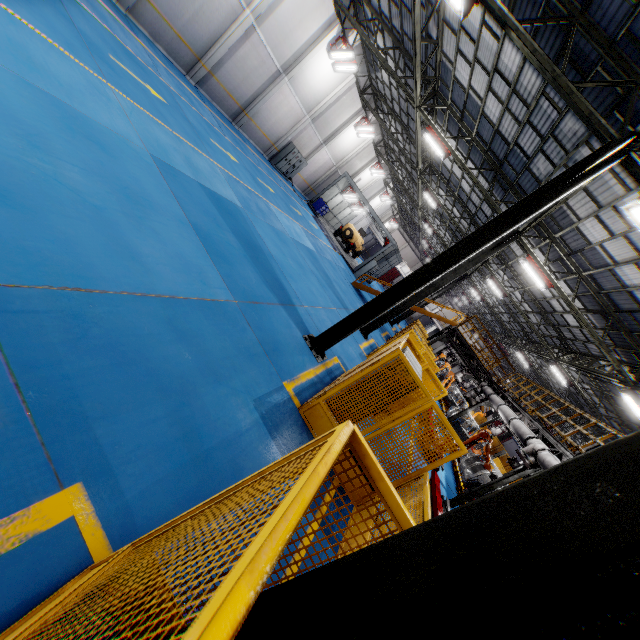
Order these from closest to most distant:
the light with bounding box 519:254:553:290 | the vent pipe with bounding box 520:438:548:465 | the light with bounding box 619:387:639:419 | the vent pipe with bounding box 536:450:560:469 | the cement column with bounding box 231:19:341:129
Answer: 1. the vent pipe with bounding box 536:450:560:469
2. the vent pipe with bounding box 520:438:548:465
3. the light with bounding box 619:387:639:419
4. the light with bounding box 519:254:553:290
5. the cement column with bounding box 231:19:341:129

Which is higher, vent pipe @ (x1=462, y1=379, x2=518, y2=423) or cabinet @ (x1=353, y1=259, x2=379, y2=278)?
vent pipe @ (x1=462, y1=379, x2=518, y2=423)

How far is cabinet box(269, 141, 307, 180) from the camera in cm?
2395

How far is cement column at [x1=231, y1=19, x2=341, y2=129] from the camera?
17.77m

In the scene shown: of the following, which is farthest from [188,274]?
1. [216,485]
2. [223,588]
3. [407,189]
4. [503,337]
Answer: [503,337]

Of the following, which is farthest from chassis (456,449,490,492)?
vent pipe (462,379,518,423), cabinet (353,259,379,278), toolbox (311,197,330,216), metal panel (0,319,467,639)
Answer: toolbox (311,197,330,216)

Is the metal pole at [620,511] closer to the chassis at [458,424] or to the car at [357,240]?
the chassis at [458,424]

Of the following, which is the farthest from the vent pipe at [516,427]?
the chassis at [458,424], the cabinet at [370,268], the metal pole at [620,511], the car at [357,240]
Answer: the car at [357,240]
